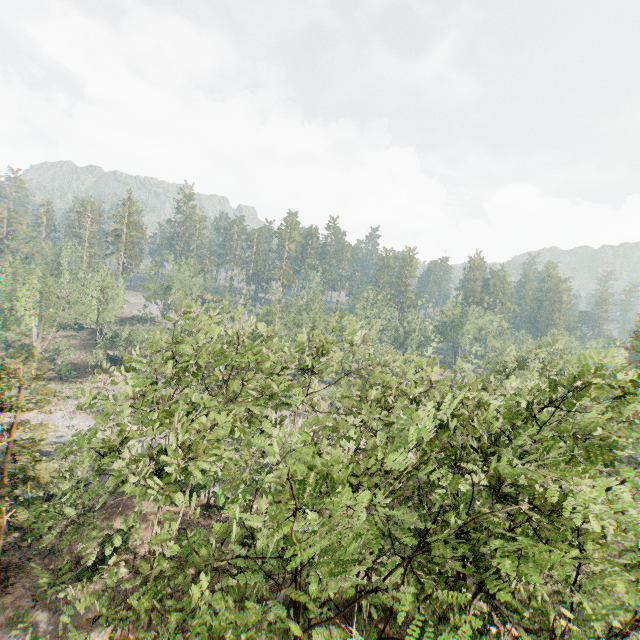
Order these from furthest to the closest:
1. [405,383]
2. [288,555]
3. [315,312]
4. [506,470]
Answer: [315,312]
[405,383]
[506,470]
[288,555]
